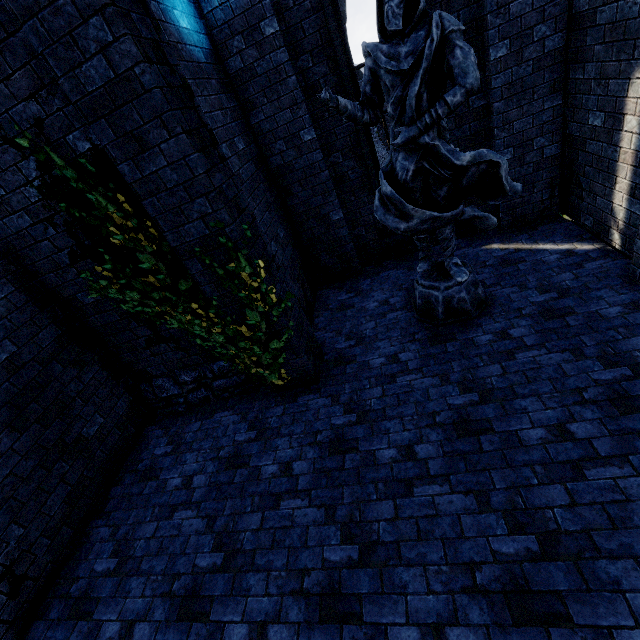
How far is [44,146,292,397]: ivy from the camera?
3.60m

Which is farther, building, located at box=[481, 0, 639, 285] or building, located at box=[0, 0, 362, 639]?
building, located at box=[481, 0, 639, 285]

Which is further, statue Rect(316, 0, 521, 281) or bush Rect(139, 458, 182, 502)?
bush Rect(139, 458, 182, 502)

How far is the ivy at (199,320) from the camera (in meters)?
3.60

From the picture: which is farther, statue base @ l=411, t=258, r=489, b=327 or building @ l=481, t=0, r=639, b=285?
statue base @ l=411, t=258, r=489, b=327

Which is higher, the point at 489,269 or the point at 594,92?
the point at 594,92

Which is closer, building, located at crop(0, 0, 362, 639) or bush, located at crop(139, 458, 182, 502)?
building, located at crop(0, 0, 362, 639)

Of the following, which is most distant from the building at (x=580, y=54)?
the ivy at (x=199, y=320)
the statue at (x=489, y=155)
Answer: the statue at (x=489, y=155)
